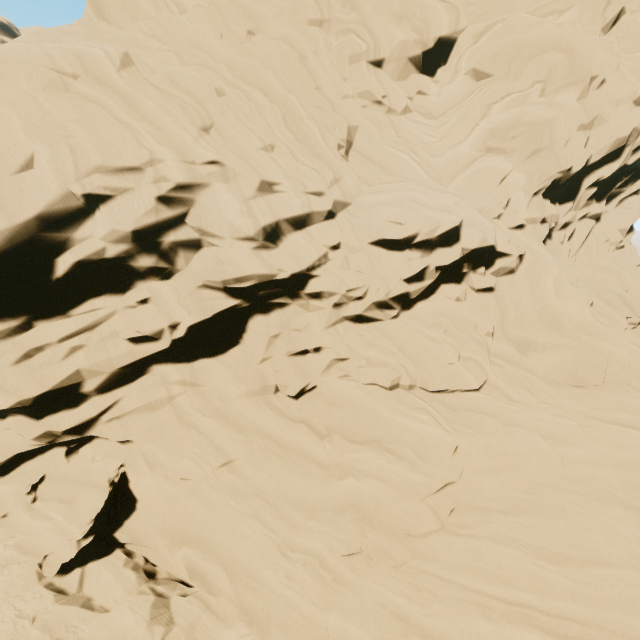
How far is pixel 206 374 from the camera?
13.77m
